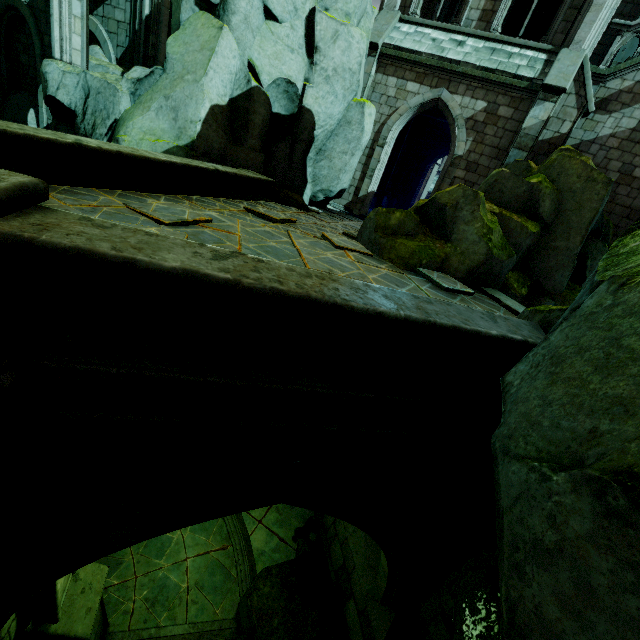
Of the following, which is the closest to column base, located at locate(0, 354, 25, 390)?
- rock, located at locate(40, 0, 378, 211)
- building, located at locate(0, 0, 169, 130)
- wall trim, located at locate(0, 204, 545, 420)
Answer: wall trim, located at locate(0, 204, 545, 420)

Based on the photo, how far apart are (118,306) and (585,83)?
15.9 meters

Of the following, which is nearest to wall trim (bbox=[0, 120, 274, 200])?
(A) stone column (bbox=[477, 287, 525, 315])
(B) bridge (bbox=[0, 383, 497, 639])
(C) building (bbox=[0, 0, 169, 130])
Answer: (B) bridge (bbox=[0, 383, 497, 639])

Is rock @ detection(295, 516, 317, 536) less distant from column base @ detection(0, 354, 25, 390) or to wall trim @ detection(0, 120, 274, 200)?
wall trim @ detection(0, 120, 274, 200)

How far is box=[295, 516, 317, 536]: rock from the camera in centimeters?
900cm

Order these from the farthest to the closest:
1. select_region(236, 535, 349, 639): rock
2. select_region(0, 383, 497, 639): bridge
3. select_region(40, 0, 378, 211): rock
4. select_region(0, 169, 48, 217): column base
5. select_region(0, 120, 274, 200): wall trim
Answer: select_region(40, 0, 378, 211): rock, select_region(236, 535, 349, 639): rock, select_region(0, 120, 274, 200): wall trim, select_region(0, 383, 497, 639): bridge, select_region(0, 169, 48, 217): column base

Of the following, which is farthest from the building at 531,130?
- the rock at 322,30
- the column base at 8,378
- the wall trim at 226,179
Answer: the column base at 8,378

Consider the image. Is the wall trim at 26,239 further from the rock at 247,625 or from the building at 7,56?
the building at 7,56
